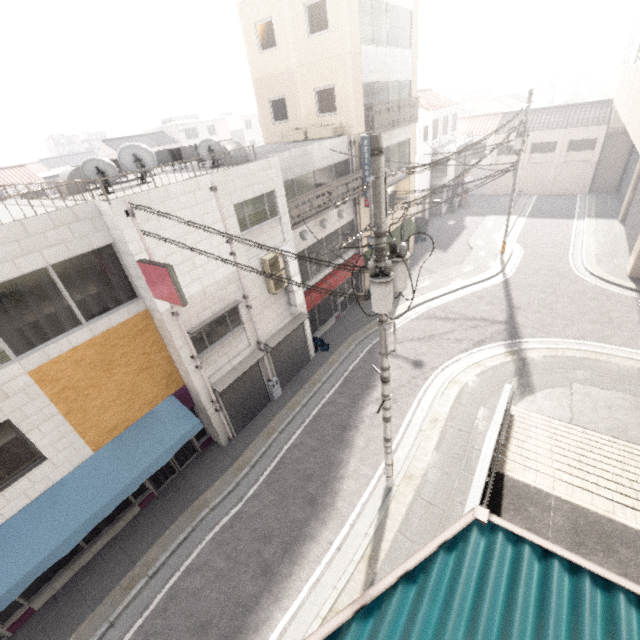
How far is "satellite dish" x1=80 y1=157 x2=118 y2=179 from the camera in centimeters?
698cm

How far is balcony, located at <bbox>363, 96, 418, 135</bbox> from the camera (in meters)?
15.48

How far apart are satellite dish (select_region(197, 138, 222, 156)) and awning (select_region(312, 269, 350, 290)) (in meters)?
6.77

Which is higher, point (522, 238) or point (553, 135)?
point (553, 135)

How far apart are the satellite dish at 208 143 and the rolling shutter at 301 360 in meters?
6.7 m

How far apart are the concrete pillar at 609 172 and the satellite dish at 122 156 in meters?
37.2

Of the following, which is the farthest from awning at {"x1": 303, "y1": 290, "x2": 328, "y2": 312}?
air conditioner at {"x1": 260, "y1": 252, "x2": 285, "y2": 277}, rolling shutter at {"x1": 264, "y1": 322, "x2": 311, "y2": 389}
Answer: air conditioner at {"x1": 260, "y1": 252, "x2": 285, "y2": 277}

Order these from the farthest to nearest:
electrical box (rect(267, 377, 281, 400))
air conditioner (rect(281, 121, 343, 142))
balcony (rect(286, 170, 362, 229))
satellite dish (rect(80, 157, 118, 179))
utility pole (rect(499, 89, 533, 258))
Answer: utility pole (rect(499, 89, 533, 258)), air conditioner (rect(281, 121, 343, 142)), electrical box (rect(267, 377, 281, 400)), balcony (rect(286, 170, 362, 229)), satellite dish (rect(80, 157, 118, 179))
